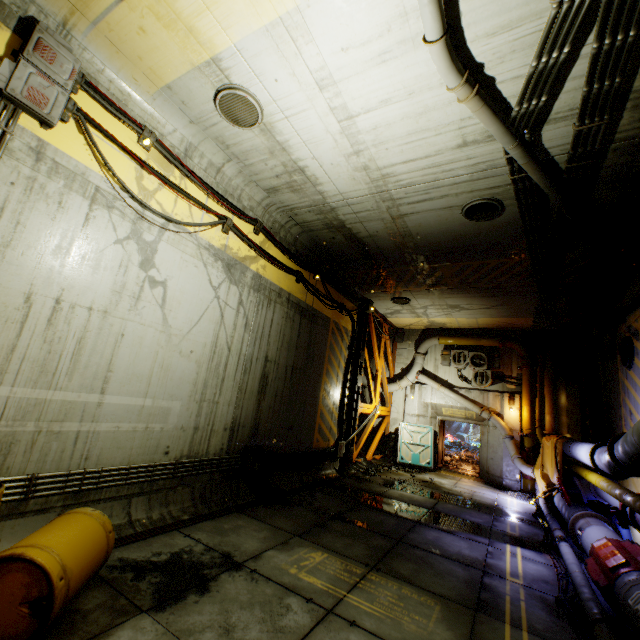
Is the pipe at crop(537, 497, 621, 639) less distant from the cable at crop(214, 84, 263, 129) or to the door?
the door

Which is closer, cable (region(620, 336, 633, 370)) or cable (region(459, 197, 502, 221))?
cable (region(459, 197, 502, 221))

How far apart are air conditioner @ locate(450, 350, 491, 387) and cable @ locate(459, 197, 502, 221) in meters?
9.8 m

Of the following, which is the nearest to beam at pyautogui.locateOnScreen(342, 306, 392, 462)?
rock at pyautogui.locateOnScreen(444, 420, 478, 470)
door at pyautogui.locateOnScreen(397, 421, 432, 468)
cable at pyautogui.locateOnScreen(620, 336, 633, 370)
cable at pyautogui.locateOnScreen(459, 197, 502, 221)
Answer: door at pyautogui.locateOnScreen(397, 421, 432, 468)

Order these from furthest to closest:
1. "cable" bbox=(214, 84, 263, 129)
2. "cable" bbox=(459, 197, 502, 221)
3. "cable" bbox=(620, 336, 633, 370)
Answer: "cable" bbox=(620, 336, 633, 370)
"cable" bbox=(459, 197, 502, 221)
"cable" bbox=(214, 84, 263, 129)

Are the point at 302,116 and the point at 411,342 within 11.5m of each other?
no

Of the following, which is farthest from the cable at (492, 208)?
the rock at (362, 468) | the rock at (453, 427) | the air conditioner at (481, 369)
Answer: the rock at (453, 427)

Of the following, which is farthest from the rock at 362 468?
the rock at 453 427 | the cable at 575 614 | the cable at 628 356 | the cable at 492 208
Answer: the cable at 492 208
